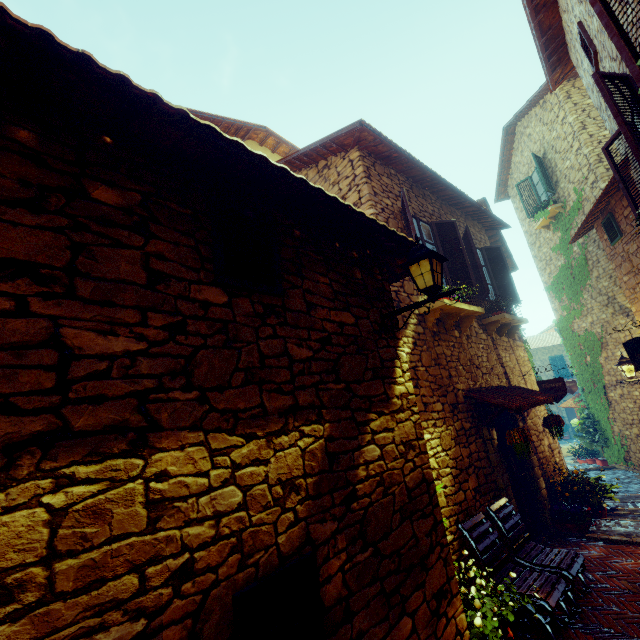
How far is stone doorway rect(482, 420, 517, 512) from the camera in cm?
530

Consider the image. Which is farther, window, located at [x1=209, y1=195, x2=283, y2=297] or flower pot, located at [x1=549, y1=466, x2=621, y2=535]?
flower pot, located at [x1=549, y1=466, x2=621, y2=535]

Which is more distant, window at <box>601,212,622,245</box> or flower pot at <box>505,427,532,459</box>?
window at <box>601,212,622,245</box>

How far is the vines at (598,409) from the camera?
11.2m

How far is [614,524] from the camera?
6.04m

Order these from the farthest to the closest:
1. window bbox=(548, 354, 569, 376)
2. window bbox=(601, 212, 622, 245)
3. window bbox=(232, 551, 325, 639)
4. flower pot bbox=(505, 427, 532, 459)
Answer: window bbox=(548, 354, 569, 376) < window bbox=(601, 212, 622, 245) < flower pot bbox=(505, 427, 532, 459) < window bbox=(232, 551, 325, 639)

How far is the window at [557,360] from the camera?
26.0m

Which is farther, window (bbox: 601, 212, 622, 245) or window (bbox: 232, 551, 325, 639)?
window (bbox: 601, 212, 622, 245)
